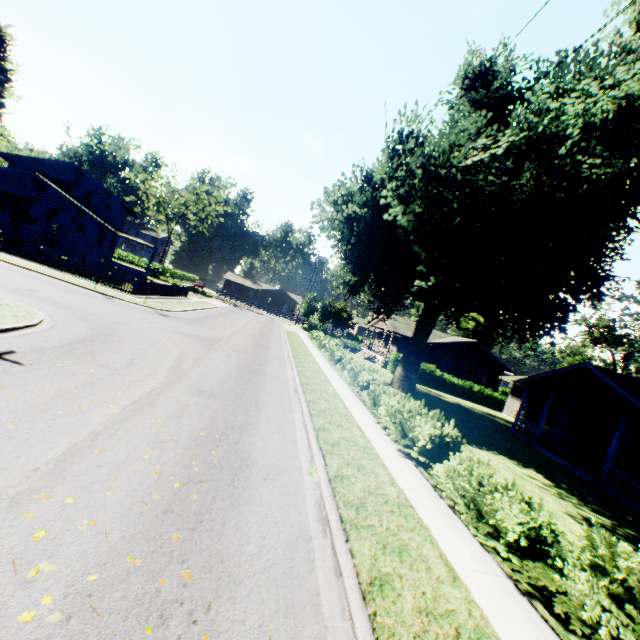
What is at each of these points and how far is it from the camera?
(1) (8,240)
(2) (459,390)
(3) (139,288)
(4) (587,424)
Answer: (1) sign, 8.48m
(2) hedge, 34.75m
(3) fence, 24.77m
(4) house, 22.86m

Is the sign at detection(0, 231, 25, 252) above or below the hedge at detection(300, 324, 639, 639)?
above

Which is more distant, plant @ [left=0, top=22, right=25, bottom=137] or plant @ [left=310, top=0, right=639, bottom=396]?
plant @ [left=0, top=22, right=25, bottom=137]

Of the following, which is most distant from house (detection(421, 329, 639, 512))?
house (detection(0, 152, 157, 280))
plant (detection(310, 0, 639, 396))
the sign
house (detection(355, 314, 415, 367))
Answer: house (detection(0, 152, 157, 280))

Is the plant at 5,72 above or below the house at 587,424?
above

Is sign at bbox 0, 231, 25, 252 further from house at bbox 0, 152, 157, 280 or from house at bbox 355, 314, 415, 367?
house at bbox 355, 314, 415, 367

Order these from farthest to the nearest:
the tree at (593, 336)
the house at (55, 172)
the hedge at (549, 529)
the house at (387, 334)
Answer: the tree at (593, 336) → the house at (387, 334) → the house at (55, 172) → the hedge at (549, 529)

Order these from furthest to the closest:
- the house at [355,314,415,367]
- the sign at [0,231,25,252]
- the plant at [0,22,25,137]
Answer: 1. the plant at [0,22,25,137]
2. the house at [355,314,415,367]
3. the sign at [0,231,25,252]
